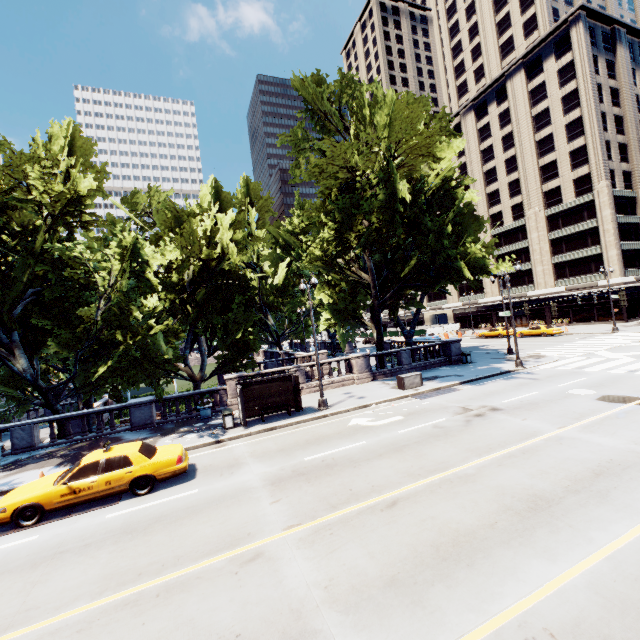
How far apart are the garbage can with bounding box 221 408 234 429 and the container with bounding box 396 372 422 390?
10.2 meters

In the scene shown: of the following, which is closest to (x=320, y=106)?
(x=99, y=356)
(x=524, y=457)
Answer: (x=99, y=356)

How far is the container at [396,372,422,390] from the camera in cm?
2005

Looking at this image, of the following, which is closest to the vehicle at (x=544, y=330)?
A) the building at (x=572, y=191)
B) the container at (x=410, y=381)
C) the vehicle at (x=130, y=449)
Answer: the building at (x=572, y=191)

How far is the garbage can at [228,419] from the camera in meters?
16.1

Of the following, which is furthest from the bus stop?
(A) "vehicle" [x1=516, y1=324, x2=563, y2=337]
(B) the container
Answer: (A) "vehicle" [x1=516, y1=324, x2=563, y2=337]

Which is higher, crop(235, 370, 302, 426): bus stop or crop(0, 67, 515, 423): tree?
crop(0, 67, 515, 423): tree

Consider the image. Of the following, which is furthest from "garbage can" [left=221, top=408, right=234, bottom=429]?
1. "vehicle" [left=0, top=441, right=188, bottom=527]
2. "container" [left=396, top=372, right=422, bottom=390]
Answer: "container" [left=396, top=372, right=422, bottom=390]
